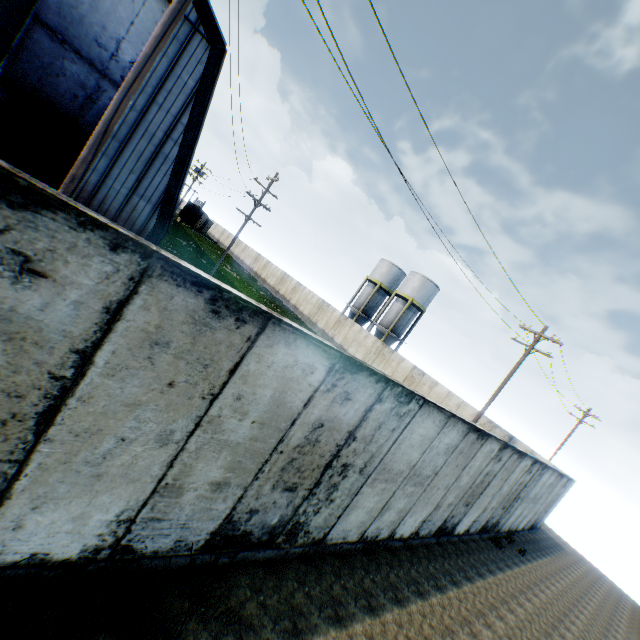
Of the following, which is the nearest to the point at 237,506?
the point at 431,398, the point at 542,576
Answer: the point at 542,576

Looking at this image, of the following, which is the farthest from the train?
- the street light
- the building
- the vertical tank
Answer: the street light

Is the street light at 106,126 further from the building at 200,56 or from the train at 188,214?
the train at 188,214

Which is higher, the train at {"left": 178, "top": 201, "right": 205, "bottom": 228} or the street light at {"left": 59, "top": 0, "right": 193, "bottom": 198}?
the street light at {"left": 59, "top": 0, "right": 193, "bottom": 198}

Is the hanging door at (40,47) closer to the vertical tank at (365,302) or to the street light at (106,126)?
the street light at (106,126)

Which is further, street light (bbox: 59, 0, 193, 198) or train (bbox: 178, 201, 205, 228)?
train (bbox: 178, 201, 205, 228)

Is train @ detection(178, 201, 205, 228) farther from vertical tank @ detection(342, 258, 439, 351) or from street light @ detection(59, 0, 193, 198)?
street light @ detection(59, 0, 193, 198)

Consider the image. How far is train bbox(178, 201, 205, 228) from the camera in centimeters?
5716cm
